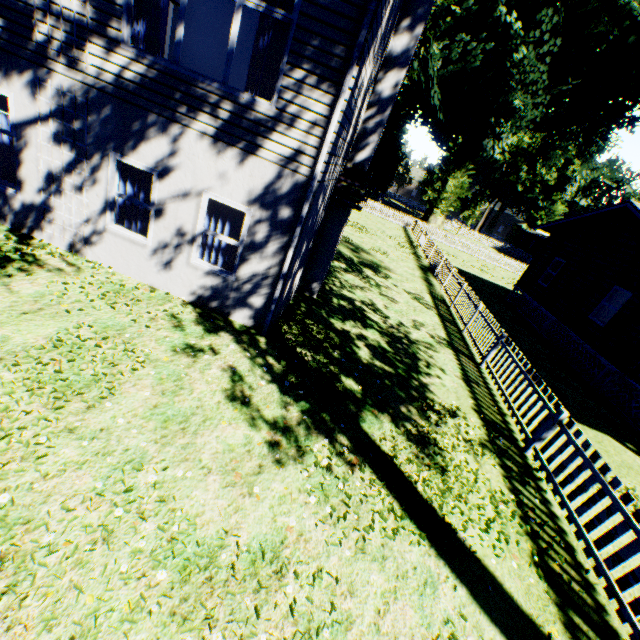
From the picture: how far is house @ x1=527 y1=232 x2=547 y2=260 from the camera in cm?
4903

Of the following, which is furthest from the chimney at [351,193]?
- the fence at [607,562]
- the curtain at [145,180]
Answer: the fence at [607,562]

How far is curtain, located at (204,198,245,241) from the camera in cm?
677

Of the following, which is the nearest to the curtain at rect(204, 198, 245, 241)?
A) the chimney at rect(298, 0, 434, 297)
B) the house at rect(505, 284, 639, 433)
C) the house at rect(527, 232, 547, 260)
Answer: the chimney at rect(298, 0, 434, 297)

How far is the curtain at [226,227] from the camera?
6.8 meters

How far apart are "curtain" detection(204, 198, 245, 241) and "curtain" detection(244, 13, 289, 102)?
2.0m

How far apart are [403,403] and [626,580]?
4.0m

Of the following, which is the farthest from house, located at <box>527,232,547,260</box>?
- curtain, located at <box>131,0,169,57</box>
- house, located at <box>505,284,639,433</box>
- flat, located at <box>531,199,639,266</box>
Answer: curtain, located at <box>131,0,169,57</box>
